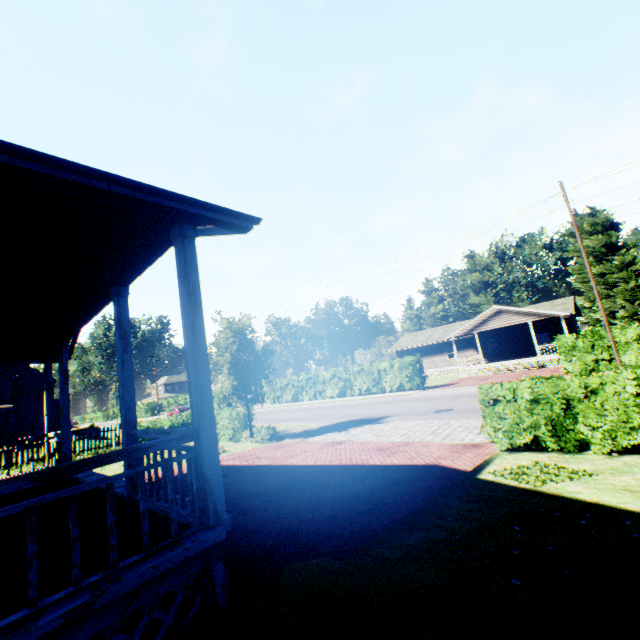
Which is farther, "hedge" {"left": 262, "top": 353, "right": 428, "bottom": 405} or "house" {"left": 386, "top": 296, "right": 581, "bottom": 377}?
"house" {"left": 386, "top": 296, "right": 581, "bottom": 377}

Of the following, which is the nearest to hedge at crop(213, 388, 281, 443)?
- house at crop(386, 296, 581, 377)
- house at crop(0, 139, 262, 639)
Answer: house at crop(386, 296, 581, 377)

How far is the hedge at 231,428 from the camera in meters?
16.1

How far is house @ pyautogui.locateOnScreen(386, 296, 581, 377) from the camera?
30.9 meters

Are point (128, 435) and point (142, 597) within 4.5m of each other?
yes

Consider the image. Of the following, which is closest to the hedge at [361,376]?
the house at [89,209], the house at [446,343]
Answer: the house at [446,343]
